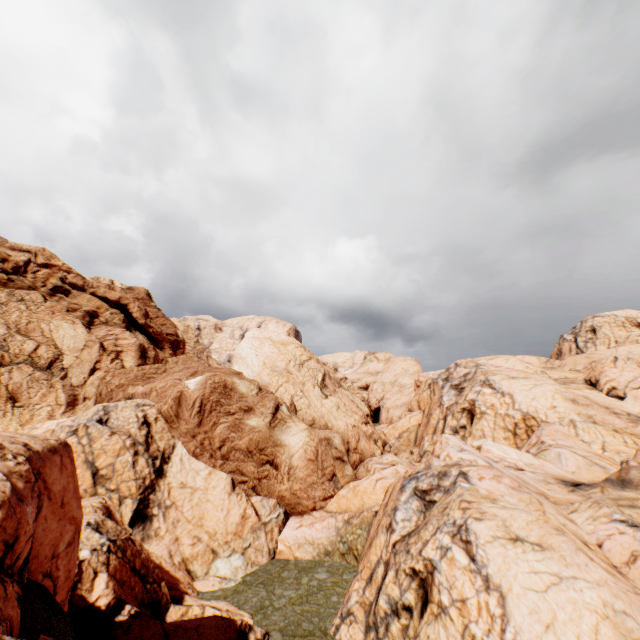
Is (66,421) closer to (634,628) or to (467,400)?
(634,628)
